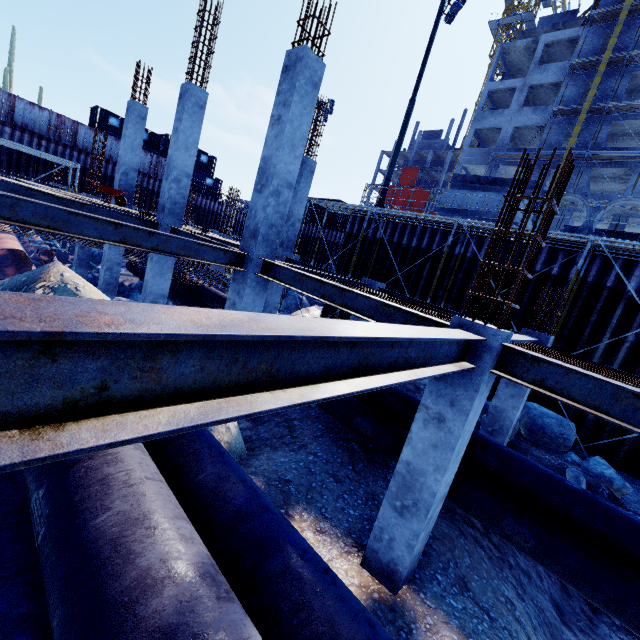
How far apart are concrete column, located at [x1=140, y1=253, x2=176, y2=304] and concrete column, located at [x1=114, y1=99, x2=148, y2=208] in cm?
434

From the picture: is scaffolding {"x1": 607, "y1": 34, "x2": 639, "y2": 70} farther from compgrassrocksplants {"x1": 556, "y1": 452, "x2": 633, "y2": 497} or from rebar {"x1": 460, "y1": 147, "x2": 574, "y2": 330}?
rebar {"x1": 460, "y1": 147, "x2": 574, "y2": 330}

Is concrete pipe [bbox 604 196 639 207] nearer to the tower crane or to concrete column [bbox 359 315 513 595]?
concrete column [bbox 359 315 513 595]

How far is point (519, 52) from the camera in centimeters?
3484cm

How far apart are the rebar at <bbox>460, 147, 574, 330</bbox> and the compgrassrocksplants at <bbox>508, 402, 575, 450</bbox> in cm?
620

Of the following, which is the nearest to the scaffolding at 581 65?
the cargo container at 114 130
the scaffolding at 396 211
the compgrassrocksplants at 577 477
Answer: the scaffolding at 396 211

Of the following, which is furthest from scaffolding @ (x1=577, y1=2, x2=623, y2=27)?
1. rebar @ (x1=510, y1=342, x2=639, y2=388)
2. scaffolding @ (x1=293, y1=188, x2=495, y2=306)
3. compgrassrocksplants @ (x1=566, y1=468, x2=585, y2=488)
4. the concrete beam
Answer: compgrassrocksplants @ (x1=566, y1=468, x2=585, y2=488)

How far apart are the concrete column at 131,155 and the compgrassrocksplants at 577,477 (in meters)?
17.29
